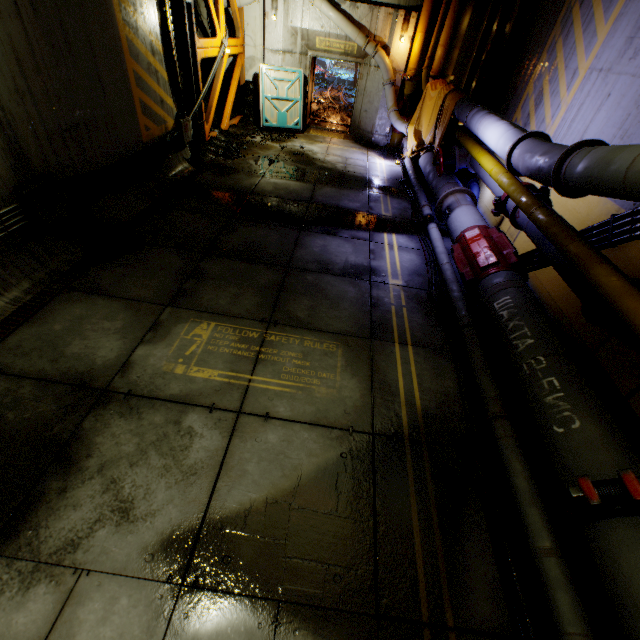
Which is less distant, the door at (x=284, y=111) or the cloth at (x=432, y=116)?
the cloth at (x=432, y=116)

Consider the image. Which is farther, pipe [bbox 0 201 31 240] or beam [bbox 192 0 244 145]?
beam [bbox 192 0 244 145]

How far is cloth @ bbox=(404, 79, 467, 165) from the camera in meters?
8.8

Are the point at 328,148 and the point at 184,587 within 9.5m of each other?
no

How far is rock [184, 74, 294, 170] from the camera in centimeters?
913cm

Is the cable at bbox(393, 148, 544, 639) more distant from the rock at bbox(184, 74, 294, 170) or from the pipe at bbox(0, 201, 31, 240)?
the pipe at bbox(0, 201, 31, 240)

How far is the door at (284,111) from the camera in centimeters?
1178cm
